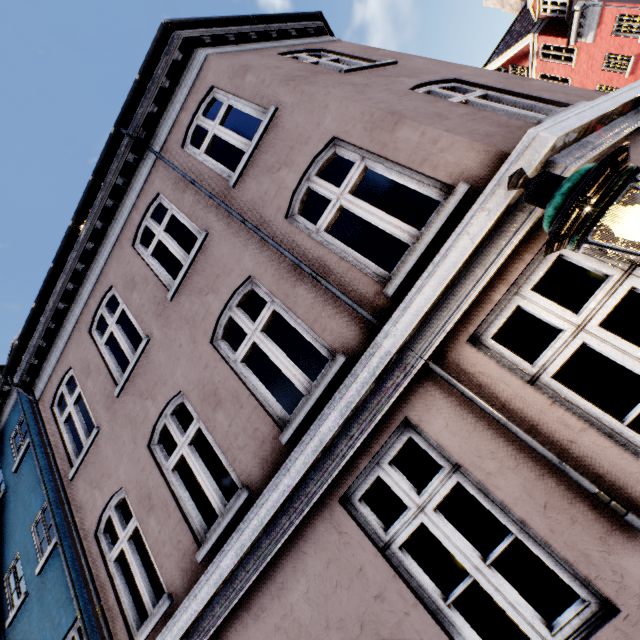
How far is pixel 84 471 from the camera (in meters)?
5.73

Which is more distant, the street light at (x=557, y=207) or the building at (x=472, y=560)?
the building at (x=472, y=560)

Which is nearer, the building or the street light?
the street light
